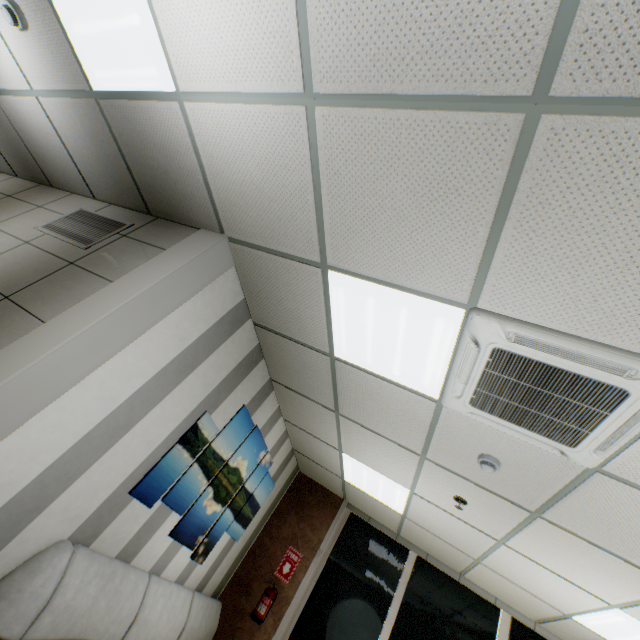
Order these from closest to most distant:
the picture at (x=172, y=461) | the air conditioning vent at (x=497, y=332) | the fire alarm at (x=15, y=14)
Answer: the air conditioning vent at (x=497, y=332)
the fire alarm at (x=15, y=14)
the picture at (x=172, y=461)

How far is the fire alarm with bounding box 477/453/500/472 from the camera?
2.6 meters

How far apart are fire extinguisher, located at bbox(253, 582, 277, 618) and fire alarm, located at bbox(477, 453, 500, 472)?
4.10m

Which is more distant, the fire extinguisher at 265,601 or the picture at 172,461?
the fire extinguisher at 265,601

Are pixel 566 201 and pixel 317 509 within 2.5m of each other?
no

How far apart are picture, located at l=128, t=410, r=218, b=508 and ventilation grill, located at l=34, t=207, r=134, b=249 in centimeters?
182cm

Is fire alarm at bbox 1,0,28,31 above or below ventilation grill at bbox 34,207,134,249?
above

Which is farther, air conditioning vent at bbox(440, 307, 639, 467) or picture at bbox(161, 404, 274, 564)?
picture at bbox(161, 404, 274, 564)
